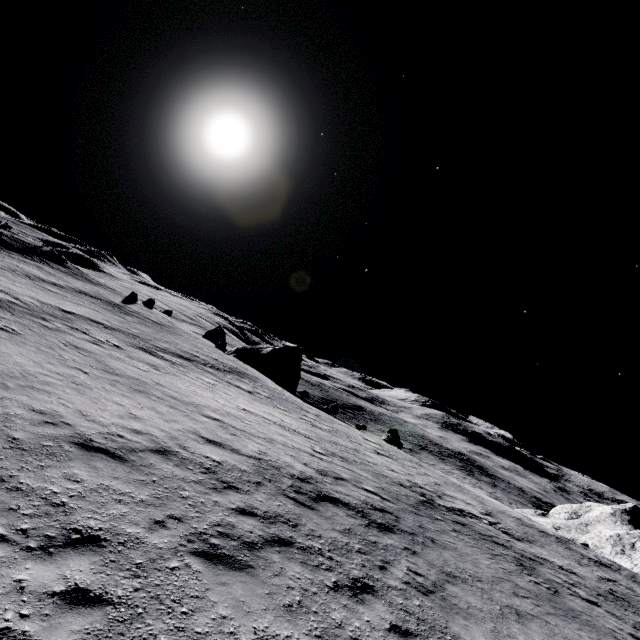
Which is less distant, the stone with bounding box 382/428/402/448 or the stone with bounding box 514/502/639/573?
the stone with bounding box 514/502/639/573

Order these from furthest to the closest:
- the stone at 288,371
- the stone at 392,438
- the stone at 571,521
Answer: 1. the stone at 288,371
2. the stone at 392,438
3. the stone at 571,521

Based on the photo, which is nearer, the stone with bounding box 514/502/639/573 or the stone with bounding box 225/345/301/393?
the stone with bounding box 514/502/639/573

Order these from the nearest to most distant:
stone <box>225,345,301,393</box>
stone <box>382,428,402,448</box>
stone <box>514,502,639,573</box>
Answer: stone <box>514,502,639,573</box> → stone <box>382,428,402,448</box> → stone <box>225,345,301,393</box>

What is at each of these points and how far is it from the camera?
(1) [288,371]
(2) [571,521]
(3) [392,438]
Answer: (1) stone, 45.6m
(2) stone, 35.7m
(3) stone, 35.4m

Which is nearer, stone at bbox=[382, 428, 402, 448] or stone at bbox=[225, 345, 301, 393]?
stone at bbox=[382, 428, 402, 448]

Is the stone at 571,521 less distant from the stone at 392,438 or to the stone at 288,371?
the stone at 392,438

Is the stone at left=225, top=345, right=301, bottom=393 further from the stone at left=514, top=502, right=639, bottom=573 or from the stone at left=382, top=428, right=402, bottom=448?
the stone at left=514, top=502, right=639, bottom=573
